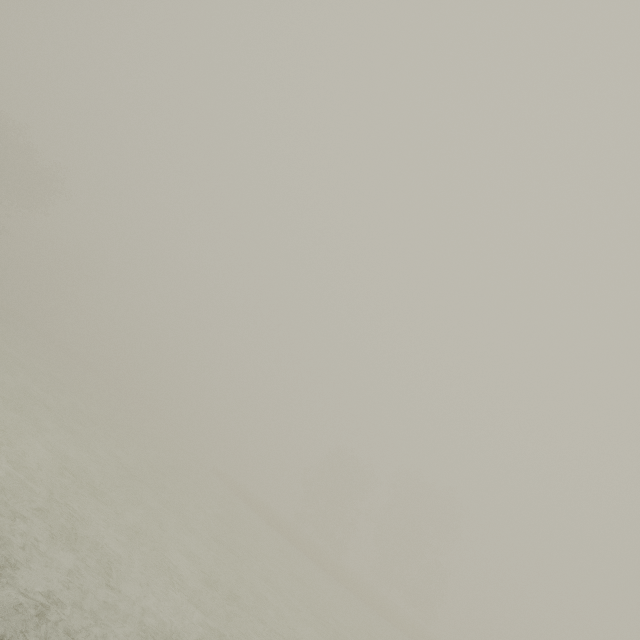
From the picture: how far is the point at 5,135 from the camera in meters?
31.2 m
